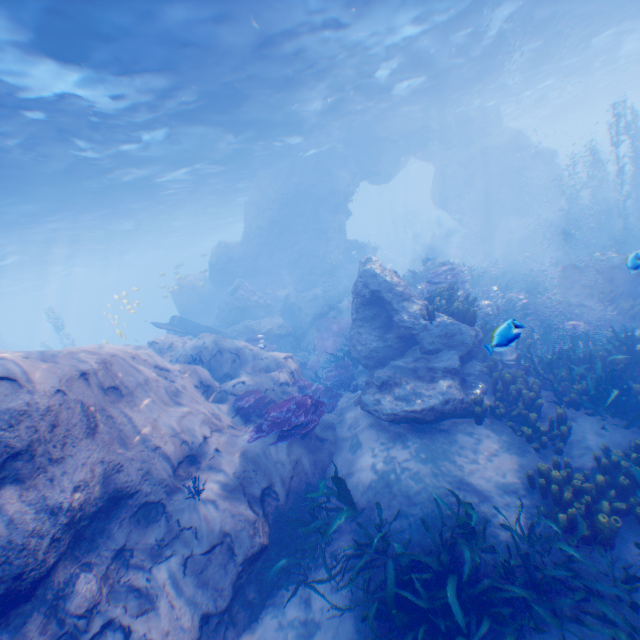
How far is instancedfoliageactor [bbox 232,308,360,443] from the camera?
8.05m

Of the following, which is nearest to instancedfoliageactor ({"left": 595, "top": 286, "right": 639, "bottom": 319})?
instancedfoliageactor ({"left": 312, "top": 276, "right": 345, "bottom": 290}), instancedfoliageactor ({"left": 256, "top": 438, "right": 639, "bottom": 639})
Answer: instancedfoliageactor ({"left": 256, "top": 438, "right": 639, "bottom": 639})

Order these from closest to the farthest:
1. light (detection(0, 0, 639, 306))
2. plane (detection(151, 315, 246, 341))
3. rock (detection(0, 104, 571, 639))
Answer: rock (detection(0, 104, 571, 639)) < light (detection(0, 0, 639, 306)) < plane (detection(151, 315, 246, 341))

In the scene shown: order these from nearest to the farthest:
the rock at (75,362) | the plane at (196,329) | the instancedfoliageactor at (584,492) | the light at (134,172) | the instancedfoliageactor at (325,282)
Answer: the instancedfoliageactor at (584,492)
the rock at (75,362)
the light at (134,172)
the plane at (196,329)
the instancedfoliageactor at (325,282)

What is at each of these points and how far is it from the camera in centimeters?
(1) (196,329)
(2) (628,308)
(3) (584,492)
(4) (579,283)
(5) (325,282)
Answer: (1) plane, 1980cm
(2) instancedfoliageactor, 1121cm
(3) instancedfoliageactor, 548cm
(4) rock, 1296cm
(5) instancedfoliageactor, 2558cm

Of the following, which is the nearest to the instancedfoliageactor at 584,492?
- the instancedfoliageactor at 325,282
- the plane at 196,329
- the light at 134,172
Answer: the plane at 196,329

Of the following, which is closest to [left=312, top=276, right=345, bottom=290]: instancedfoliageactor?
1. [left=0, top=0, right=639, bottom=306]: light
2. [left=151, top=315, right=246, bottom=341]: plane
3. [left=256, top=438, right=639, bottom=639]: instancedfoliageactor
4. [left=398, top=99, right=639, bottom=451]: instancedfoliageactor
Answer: [left=398, top=99, right=639, bottom=451]: instancedfoliageactor

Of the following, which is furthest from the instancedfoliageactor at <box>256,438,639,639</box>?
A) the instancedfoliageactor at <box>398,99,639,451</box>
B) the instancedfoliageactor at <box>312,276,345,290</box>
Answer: the instancedfoliageactor at <box>312,276,345,290</box>
